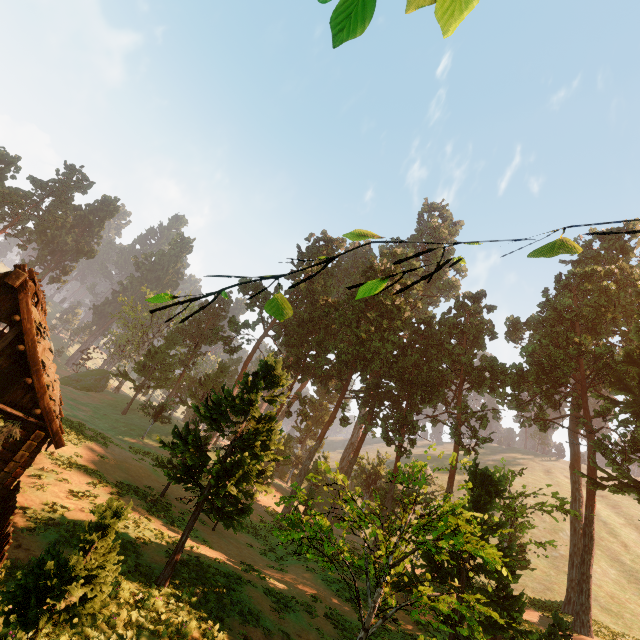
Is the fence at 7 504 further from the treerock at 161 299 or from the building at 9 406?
the treerock at 161 299

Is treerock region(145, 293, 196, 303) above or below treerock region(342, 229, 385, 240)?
below

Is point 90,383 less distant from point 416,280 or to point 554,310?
point 416,280

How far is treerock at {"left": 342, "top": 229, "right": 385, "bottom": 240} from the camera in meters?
2.5

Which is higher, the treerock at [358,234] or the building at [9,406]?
the treerock at [358,234]

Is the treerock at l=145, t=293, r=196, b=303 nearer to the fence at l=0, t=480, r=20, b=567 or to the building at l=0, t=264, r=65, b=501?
the building at l=0, t=264, r=65, b=501

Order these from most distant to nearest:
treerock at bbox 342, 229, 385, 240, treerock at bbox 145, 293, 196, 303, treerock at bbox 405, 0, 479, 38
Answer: treerock at bbox 145, 293, 196, 303 < treerock at bbox 342, 229, 385, 240 < treerock at bbox 405, 0, 479, 38
